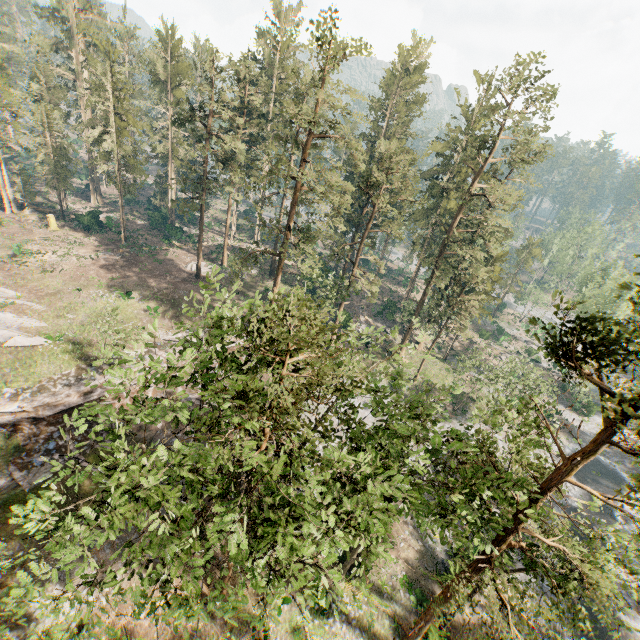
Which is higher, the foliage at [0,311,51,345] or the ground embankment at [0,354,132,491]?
the foliage at [0,311,51,345]

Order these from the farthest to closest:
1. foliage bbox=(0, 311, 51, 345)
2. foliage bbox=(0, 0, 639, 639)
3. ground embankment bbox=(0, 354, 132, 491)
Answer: foliage bbox=(0, 311, 51, 345)
ground embankment bbox=(0, 354, 132, 491)
foliage bbox=(0, 0, 639, 639)

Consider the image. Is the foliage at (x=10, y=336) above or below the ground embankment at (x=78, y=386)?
above

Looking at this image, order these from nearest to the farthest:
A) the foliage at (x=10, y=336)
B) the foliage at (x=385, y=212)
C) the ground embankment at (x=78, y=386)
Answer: the foliage at (x=385, y=212), the ground embankment at (x=78, y=386), the foliage at (x=10, y=336)

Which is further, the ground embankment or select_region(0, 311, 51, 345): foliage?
select_region(0, 311, 51, 345): foliage

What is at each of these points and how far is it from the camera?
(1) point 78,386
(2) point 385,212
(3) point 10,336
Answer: (1) ground embankment, 24.59m
(2) foliage, 57.16m
(3) foliage, 26.17m
